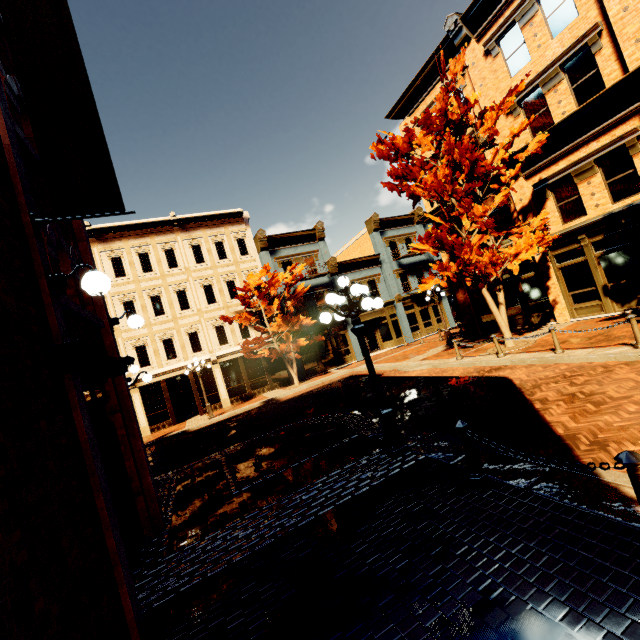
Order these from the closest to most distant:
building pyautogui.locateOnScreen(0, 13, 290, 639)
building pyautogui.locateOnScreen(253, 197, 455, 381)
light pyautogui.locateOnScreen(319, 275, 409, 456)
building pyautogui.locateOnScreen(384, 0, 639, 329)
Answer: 1. building pyautogui.locateOnScreen(0, 13, 290, 639)
2. light pyautogui.locateOnScreen(319, 275, 409, 456)
3. building pyautogui.locateOnScreen(384, 0, 639, 329)
4. building pyautogui.locateOnScreen(253, 197, 455, 381)

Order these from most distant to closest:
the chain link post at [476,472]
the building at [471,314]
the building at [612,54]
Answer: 1. the building at [471,314]
2. the building at [612,54]
3. the chain link post at [476,472]

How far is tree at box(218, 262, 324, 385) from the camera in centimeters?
2025cm

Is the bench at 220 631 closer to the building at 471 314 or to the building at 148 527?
the building at 148 527

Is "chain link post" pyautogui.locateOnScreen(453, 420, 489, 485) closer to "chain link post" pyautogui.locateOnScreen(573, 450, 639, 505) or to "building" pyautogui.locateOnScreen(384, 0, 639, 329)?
"chain link post" pyautogui.locateOnScreen(573, 450, 639, 505)

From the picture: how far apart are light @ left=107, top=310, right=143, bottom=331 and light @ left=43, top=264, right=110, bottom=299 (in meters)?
2.72

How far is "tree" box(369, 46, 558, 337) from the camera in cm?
1165

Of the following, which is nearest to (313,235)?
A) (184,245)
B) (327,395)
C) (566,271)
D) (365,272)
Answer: (365,272)
